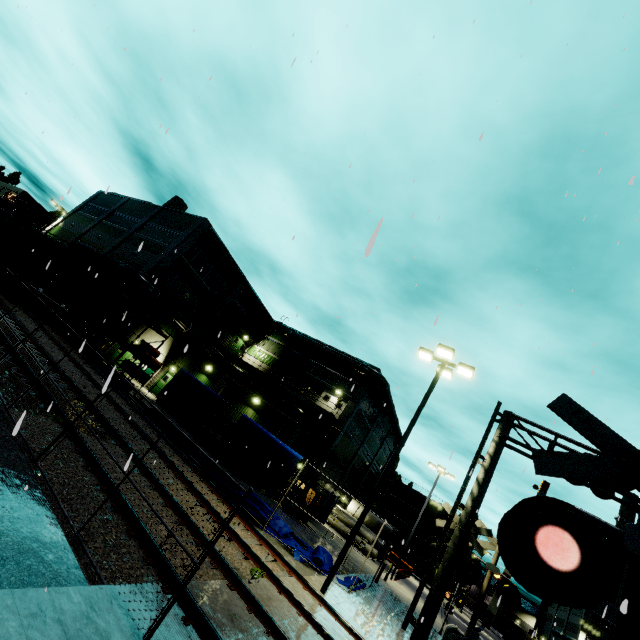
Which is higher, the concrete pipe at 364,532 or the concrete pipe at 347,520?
the concrete pipe at 364,532

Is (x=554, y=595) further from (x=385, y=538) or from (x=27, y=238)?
(x=385, y=538)

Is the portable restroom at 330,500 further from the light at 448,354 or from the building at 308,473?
the light at 448,354

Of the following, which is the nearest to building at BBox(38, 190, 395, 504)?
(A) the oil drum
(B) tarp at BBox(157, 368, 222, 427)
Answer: (B) tarp at BBox(157, 368, 222, 427)

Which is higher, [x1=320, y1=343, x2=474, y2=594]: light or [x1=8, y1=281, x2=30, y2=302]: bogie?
[x1=320, y1=343, x2=474, y2=594]: light

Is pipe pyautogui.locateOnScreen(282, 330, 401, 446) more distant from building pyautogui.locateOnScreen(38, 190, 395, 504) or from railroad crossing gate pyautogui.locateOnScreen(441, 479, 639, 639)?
railroad crossing gate pyautogui.locateOnScreen(441, 479, 639, 639)

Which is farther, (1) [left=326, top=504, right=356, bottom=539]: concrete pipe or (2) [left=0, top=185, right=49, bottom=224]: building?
(2) [left=0, top=185, right=49, bottom=224]: building

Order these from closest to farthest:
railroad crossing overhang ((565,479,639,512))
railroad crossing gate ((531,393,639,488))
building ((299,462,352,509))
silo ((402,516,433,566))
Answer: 1. railroad crossing gate ((531,393,639,488))
2. railroad crossing overhang ((565,479,639,512))
3. building ((299,462,352,509))
4. silo ((402,516,433,566))
